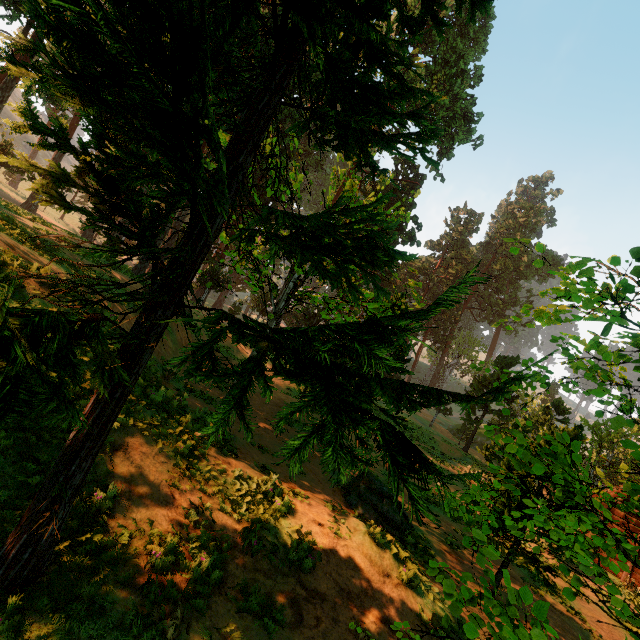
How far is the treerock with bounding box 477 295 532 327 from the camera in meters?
8.1

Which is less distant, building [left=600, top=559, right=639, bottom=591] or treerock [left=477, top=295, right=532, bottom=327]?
treerock [left=477, top=295, right=532, bottom=327]

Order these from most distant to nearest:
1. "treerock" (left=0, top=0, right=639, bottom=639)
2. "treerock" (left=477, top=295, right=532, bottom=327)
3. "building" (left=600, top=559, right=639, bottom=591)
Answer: "building" (left=600, top=559, right=639, bottom=591) < "treerock" (left=477, top=295, right=532, bottom=327) < "treerock" (left=0, top=0, right=639, bottom=639)

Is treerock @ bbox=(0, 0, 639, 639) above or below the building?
above

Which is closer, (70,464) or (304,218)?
(70,464)

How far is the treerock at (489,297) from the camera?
8.1 meters

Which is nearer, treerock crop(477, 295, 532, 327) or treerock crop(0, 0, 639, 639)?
treerock crop(0, 0, 639, 639)

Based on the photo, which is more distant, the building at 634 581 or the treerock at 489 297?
the building at 634 581
